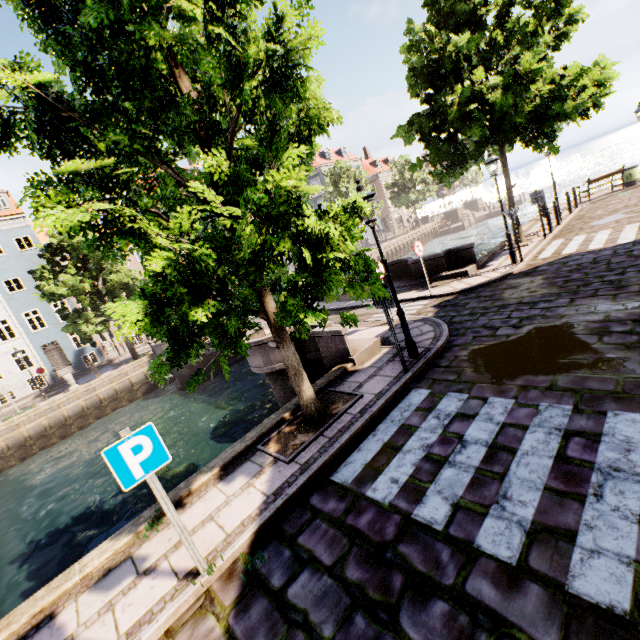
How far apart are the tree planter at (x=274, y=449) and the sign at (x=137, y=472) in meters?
2.1

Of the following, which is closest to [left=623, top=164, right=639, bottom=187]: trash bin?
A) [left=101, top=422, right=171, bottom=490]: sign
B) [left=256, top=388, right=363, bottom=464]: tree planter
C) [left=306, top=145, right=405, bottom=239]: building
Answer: [left=256, top=388, right=363, bottom=464]: tree planter

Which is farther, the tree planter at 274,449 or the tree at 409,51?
the tree at 409,51

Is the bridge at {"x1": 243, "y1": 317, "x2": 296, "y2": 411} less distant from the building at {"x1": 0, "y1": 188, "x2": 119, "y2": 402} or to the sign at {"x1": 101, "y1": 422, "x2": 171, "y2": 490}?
the sign at {"x1": 101, "y1": 422, "x2": 171, "y2": 490}

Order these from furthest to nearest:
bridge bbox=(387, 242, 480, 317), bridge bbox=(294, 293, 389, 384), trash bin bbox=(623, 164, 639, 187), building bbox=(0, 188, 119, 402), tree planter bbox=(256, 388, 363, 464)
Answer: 1. building bbox=(0, 188, 119, 402)
2. trash bin bbox=(623, 164, 639, 187)
3. bridge bbox=(387, 242, 480, 317)
4. bridge bbox=(294, 293, 389, 384)
5. tree planter bbox=(256, 388, 363, 464)

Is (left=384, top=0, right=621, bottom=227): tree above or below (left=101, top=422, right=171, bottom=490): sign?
above

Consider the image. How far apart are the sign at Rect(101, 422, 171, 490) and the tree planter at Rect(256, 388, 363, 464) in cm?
214

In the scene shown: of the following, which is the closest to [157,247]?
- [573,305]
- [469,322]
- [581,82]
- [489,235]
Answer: [469,322]
